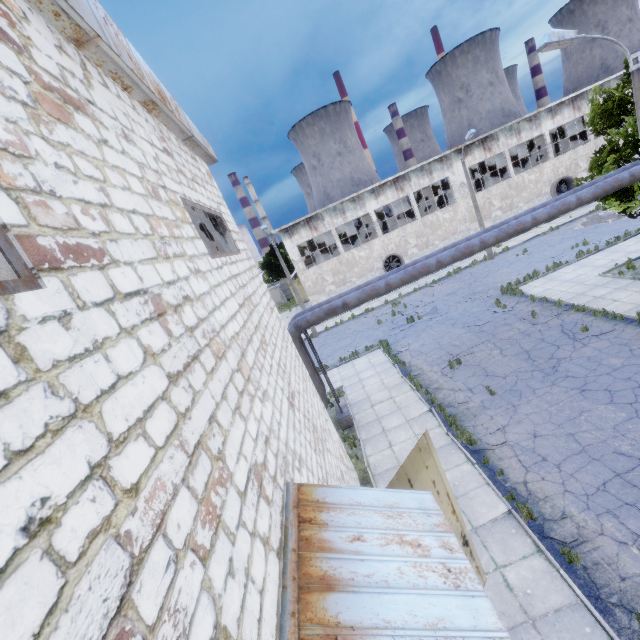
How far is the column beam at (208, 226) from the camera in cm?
831

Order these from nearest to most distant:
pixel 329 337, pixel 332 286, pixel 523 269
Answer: pixel 523 269, pixel 329 337, pixel 332 286

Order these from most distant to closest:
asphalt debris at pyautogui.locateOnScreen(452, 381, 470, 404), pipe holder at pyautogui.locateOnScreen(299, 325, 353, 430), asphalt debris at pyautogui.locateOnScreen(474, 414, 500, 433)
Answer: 1. pipe holder at pyautogui.locateOnScreen(299, 325, 353, 430)
2. asphalt debris at pyautogui.locateOnScreen(452, 381, 470, 404)
3. asphalt debris at pyautogui.locateOnScreen(474, 414, 500, 433)

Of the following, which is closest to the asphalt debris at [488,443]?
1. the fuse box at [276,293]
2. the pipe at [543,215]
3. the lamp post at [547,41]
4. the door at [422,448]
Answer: the door at [422,448]

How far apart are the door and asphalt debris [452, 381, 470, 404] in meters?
6.5

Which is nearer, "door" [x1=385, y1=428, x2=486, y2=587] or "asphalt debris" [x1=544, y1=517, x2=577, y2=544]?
"door" [x1=385, y1=428, x2=486, y2=587]

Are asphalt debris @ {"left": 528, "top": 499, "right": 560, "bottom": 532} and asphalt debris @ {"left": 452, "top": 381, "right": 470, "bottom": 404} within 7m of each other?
yes

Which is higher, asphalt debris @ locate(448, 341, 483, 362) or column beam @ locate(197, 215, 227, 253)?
column beam @ locate(197, 215, 227, 253)
